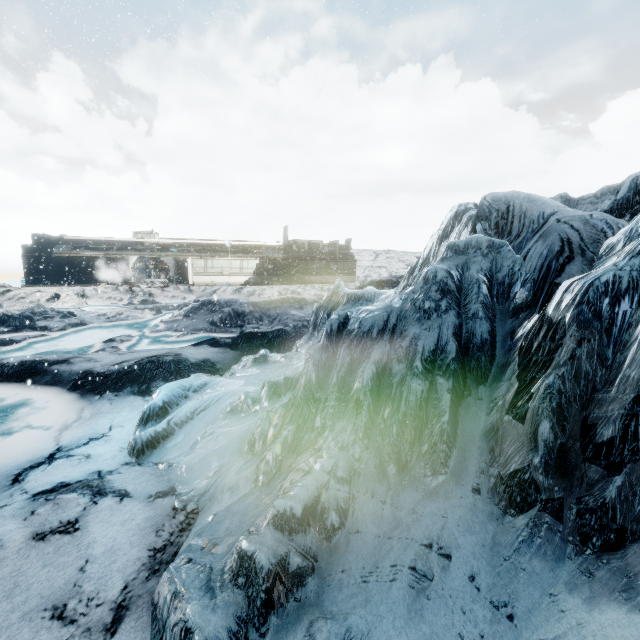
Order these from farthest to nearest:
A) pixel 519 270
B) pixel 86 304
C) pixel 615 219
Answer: pixel 86 304 < pixel 519 270 < pixel 615 219
